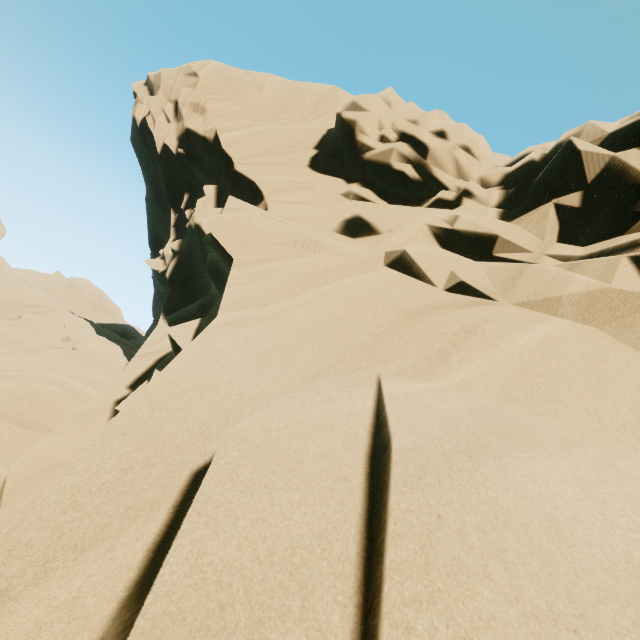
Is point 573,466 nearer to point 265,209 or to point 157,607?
point 157,607
